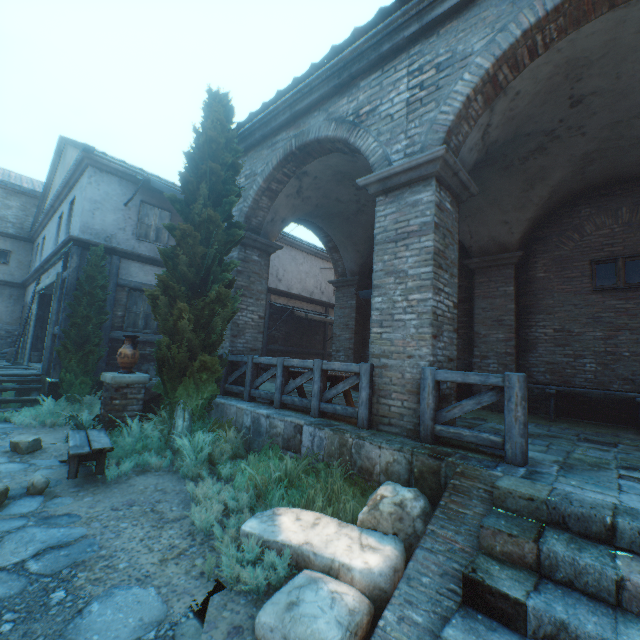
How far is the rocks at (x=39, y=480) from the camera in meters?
4.1

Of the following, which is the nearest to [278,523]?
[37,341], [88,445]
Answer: [88,445]

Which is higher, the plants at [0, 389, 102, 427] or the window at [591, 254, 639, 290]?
the window at [591, 254, 639, 290]

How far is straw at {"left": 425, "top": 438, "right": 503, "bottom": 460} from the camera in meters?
3.7

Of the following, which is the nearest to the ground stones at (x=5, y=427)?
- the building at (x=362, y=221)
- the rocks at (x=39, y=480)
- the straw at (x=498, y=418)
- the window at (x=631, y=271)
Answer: the rocks at (x=39, y=480)

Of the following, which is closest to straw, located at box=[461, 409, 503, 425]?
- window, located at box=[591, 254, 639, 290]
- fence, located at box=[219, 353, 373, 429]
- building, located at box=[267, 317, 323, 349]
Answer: fence, located at box=[219, 353, 373, 429]

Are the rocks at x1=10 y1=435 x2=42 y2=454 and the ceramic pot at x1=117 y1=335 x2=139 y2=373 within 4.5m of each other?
yes

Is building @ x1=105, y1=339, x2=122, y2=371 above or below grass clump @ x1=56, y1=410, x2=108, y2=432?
above
